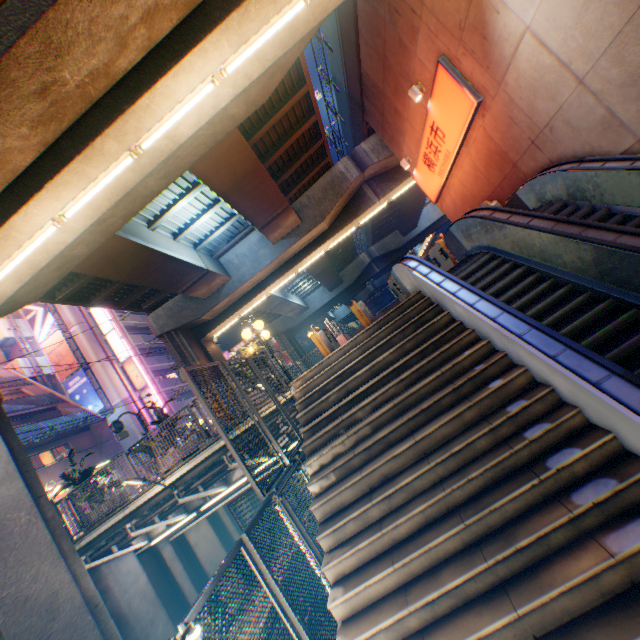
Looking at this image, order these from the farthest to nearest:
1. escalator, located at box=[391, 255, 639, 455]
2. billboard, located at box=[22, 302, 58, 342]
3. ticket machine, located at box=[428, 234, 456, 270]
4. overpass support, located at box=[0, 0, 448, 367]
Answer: billboard, located at box=[22, 302, 58, 342] → ticket machine, located at box=[428, 234, 456, 270] → overpass support, located at box=[0, 0, 448, 367] → escalator, located at box=[391, 255, 639, 455]

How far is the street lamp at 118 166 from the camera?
7.2 meters

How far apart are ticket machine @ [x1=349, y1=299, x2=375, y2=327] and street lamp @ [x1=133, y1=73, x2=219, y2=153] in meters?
7.0

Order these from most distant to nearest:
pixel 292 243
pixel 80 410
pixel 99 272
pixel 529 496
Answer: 1. pixel 80 410
2. pixel 292 243
3. pixel 99 272
4. pixel 529 496

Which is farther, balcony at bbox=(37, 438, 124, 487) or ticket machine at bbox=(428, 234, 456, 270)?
balcony at bbox=(37, 438, 124, 487)

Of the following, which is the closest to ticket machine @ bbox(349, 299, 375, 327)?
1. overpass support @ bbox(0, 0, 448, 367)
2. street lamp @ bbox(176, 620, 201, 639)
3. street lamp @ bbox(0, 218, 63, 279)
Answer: overpass support @ bbox(0, 0, 448, 367)

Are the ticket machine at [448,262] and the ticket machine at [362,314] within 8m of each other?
yes

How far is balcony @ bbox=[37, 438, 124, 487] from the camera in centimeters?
Result: 2028cm
